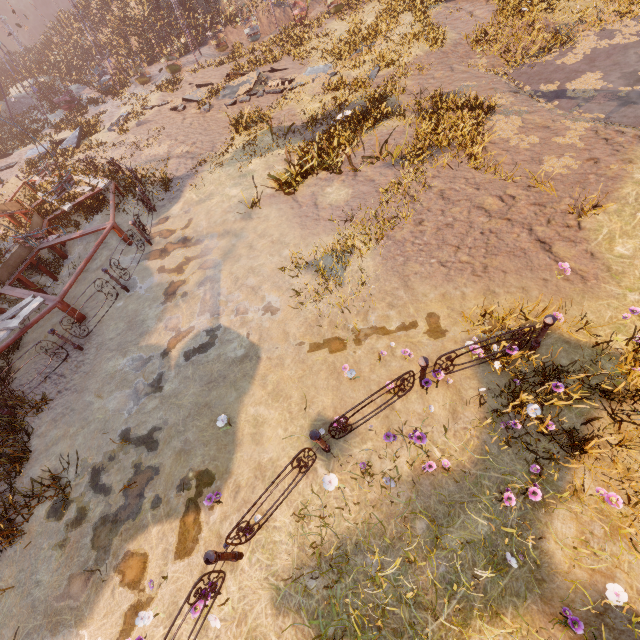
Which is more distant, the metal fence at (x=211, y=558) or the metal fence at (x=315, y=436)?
the metal fence at (x=315, y=436)

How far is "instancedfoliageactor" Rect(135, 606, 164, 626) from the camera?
4.4 meters

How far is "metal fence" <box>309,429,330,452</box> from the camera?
4.62m

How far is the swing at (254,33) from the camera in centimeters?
2189cm

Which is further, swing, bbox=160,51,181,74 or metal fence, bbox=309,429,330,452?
swing, bbox=160,51,181,74

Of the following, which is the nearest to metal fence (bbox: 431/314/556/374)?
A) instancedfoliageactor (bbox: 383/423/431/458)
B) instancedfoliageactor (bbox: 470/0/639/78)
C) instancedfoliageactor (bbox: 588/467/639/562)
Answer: instancedfoliageactor (bbox: 383/423/431/458)

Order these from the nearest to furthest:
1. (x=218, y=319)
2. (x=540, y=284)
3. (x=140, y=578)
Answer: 1. (x=140, y=578)
2. (x=540, y=284)
3. (x=218, y=319)

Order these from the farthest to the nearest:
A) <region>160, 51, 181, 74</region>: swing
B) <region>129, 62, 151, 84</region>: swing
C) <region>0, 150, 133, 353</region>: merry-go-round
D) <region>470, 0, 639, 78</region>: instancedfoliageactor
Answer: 1. <region>129, 62, 151, 84</region>: swing
2. <region>160, 51, 181, 74</region>: swing
3. <region>470, 0, 639, 78</region>: instancedfoliageactor
4. <region>0, 150, 133, 353</region>: merry-go-round
